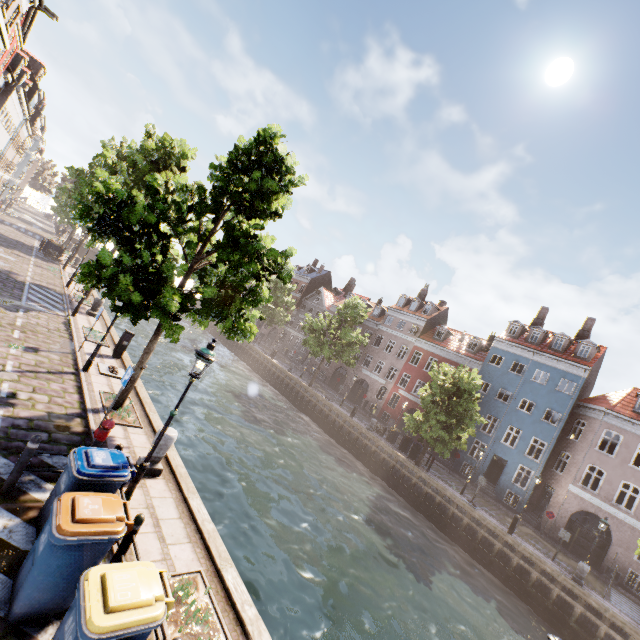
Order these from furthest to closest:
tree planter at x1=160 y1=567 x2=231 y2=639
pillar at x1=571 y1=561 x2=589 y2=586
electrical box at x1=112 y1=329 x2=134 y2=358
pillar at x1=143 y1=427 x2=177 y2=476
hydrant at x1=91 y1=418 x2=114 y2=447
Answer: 1. pillar at x1=571 y1=561 x2=589 y2=586
2. electrical box at x1=112 y1=329 x2=134 y2=358
3. pillar at x1=143 y1=427 x2=177 y2=476
4. hydrant at x1=91 y1=418 x2=114 y2=447
5. tree planter at x1=160 y1=567 x2=231 y2=639

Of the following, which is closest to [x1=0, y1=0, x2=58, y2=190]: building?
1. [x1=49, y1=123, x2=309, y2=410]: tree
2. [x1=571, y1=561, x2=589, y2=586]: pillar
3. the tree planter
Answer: [x1=49, y1=123, x2=309, y2=410]: tree

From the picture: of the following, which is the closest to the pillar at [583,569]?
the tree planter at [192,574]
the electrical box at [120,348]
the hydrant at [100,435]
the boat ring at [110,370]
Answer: the tree planter at [192,574]

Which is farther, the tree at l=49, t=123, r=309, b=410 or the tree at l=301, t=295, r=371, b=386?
the tree at l=301, t=295, r=371, b=386

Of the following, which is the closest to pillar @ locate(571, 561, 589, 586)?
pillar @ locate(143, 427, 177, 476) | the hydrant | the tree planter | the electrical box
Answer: the tree planter

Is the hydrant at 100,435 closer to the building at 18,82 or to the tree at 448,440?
the tree at 448,440

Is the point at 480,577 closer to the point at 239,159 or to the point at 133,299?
the point at 133,299

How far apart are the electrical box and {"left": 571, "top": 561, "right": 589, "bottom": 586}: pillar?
26.0m
